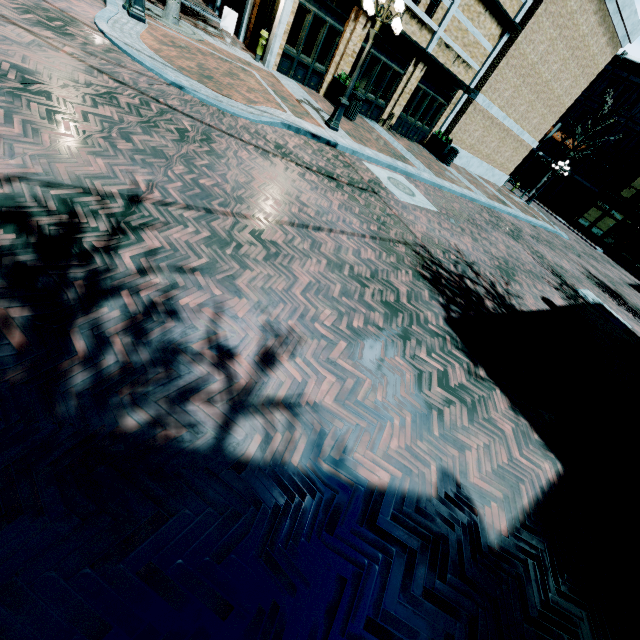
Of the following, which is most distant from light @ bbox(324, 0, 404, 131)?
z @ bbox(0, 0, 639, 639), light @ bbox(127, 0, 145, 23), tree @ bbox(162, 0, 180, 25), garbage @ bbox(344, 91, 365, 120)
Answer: light @ bbox(127, 0, 145, 23)

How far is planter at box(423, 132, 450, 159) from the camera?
17.7m

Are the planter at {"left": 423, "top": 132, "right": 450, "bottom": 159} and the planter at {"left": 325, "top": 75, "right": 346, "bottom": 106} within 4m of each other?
no

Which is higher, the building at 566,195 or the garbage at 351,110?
the building at 566,195

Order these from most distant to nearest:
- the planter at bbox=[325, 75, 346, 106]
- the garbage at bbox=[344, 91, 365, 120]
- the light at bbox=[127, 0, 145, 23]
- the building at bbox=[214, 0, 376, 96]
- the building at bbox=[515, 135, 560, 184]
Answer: the building at bbox=[515, 135, 560, 184], the planter at bbox=[325, 75, 346, 106], the garbage at bbox=[344, 91, 365, 120], the building at bbox=[214, 0, 376, 96], the light at bbox=[127, 0, 145, 23]

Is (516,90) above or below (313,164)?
above

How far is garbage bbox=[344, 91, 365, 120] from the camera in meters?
12.5 m

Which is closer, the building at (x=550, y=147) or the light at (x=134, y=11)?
the light at (x=134, y=11)
